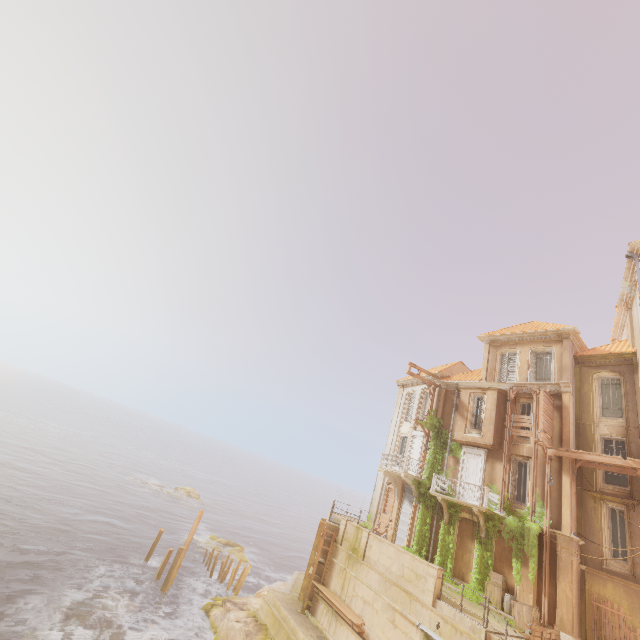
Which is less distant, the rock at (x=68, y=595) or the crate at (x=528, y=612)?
the crate at (x=528, y=612)

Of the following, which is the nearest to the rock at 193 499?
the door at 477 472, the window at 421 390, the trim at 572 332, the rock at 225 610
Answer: the rock at 225 610

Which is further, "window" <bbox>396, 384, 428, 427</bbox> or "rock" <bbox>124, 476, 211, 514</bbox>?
"rock" <bbox>124, 476, 211, 514</bbox>

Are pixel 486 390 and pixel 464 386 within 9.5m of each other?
yes

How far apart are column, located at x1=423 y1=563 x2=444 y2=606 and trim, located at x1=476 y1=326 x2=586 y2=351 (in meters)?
15.79

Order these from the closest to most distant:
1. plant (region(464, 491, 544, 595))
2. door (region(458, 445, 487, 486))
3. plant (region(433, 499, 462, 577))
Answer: plant (region(464, 491, 544, 595)), plant (region(433, 499, 462, 577)), door (region(458, 445, 487, 486))

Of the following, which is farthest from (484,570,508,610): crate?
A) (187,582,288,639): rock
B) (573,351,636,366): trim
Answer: (573,351,636,366): trim

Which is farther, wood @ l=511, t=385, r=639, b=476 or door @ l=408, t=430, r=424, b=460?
door @ l=408, t=430, r=424, b=460
